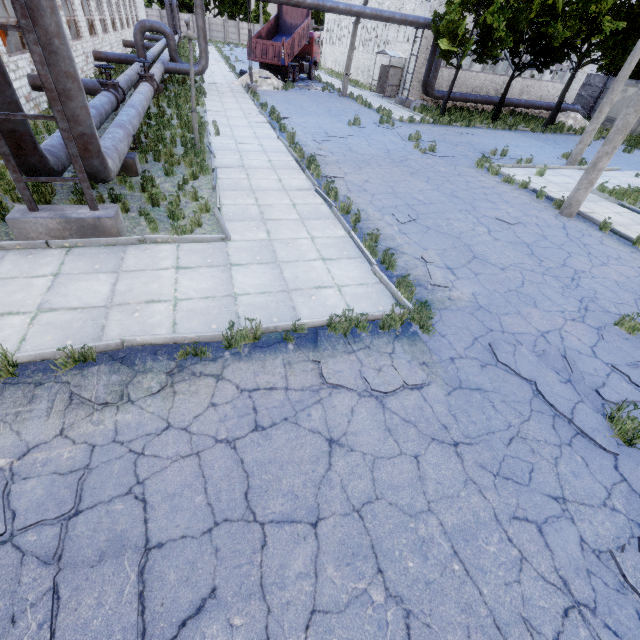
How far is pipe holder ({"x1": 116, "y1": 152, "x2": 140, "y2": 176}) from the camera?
9.1m

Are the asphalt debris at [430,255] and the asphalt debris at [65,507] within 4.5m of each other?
no

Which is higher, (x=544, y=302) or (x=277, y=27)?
(x=277, y=27)

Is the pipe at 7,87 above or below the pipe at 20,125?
above

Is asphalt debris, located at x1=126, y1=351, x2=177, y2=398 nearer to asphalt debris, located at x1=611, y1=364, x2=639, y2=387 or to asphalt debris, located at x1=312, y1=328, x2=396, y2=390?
asphalt debris, located at x1=312, y1=328, x2=396, y2=390

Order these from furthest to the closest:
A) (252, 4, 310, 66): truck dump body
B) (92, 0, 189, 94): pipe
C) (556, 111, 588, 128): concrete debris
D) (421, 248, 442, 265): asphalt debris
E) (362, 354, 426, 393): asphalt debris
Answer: (556, 111, 588, 128): concrete debris
(252, 4, 310, 66): truck dump body
(92, 0, 189, 94): pipe
(421, 248, 442, 265): asphalt debris
(362, 354, 426, 393): asphalt debris

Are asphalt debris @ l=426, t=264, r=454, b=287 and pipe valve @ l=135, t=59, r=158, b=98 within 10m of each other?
no

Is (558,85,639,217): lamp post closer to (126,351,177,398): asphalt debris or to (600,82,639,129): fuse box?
(126,351,177,398): asphalt debris
